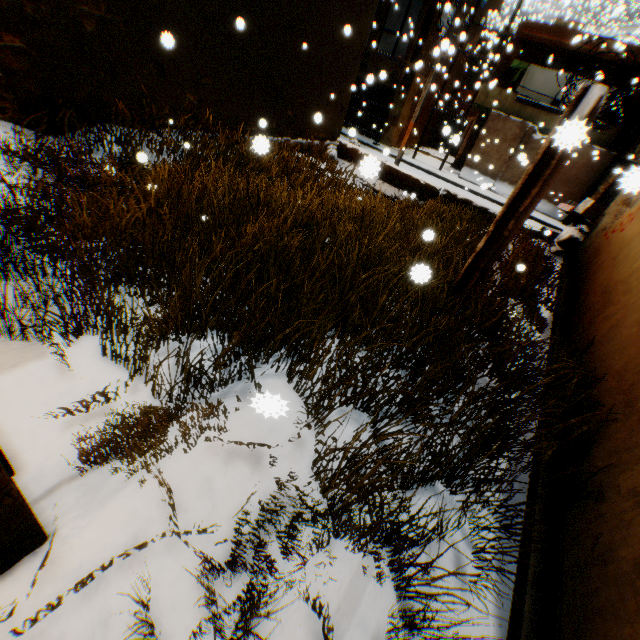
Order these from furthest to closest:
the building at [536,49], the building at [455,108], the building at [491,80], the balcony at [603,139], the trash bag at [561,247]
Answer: the building at [455,108], the building at [536,49], the balcony at [603,139], the building at [491,80], the trash bag at [561,247]

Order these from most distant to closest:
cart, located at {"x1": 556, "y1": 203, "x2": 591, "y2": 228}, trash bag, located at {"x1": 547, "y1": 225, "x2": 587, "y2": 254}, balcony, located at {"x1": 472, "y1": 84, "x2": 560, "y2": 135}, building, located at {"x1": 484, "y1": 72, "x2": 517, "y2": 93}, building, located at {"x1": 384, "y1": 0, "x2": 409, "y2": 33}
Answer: building, located at {"x1": 384, "y1": 0, "x2": 409, "y2": 33}, balcony, located at {"x1": 472, "y1": 84, "x2": 560, "y2": 135}, building, located at {"x1": 484, "y1": 72, "x2": 517, "y2": 93}, cart, located at {"x1": 556, "y1": 203, "x2": 591, "y2": 228}, trash bag, located at {"x1": 547, "y1": 225, "x2": 587, "y2": 254}

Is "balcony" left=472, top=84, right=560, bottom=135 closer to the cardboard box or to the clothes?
the clothes

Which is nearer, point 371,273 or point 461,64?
point 371,273

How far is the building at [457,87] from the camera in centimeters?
2170cm

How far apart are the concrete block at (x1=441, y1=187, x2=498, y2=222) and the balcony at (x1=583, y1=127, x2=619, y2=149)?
2.13m

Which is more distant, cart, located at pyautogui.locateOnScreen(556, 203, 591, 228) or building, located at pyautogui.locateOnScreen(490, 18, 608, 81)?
building, located at pyautogui.locateOnScreen(490, 18, 608, 81)

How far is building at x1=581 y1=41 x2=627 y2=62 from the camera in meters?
11.2 m
